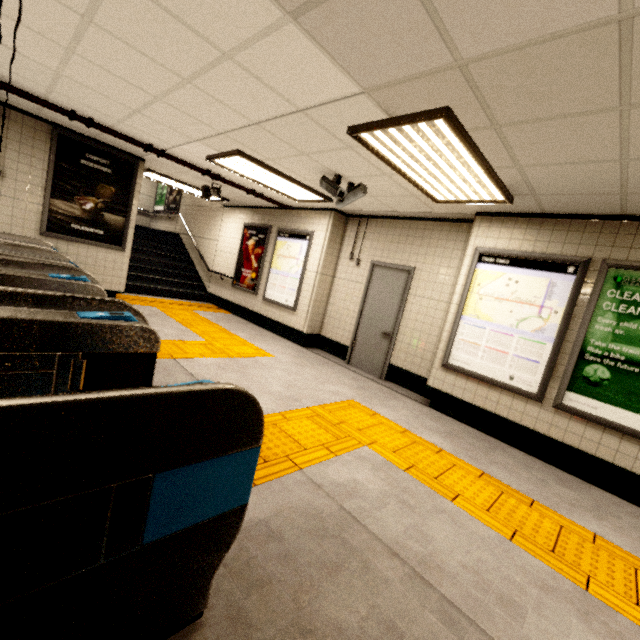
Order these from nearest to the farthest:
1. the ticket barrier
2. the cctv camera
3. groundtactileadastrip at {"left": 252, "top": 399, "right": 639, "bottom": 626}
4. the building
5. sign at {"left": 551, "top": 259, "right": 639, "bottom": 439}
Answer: the ticket barrier < groundtactileadastrip at {"left": 252, "top": 399, "right": 639, "bottom": 626} < sign at {"left": 551, "top": 259, "right": 639, "bottom": 439} < the cctv camera < the building

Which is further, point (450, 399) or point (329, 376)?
point (329, 376)

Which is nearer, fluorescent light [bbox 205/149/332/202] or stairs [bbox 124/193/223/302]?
fluorescent light [bbox 205/149/332/202]

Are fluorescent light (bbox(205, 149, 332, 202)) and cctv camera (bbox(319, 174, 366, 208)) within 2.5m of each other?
yes

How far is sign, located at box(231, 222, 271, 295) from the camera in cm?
805

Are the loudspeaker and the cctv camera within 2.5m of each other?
no

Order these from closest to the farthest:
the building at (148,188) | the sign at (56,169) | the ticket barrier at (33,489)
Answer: the ticket barrier at (33,489), the sign at (56,169), the building at (148,188)

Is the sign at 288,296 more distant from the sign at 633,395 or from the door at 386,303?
the sign at 633,395
